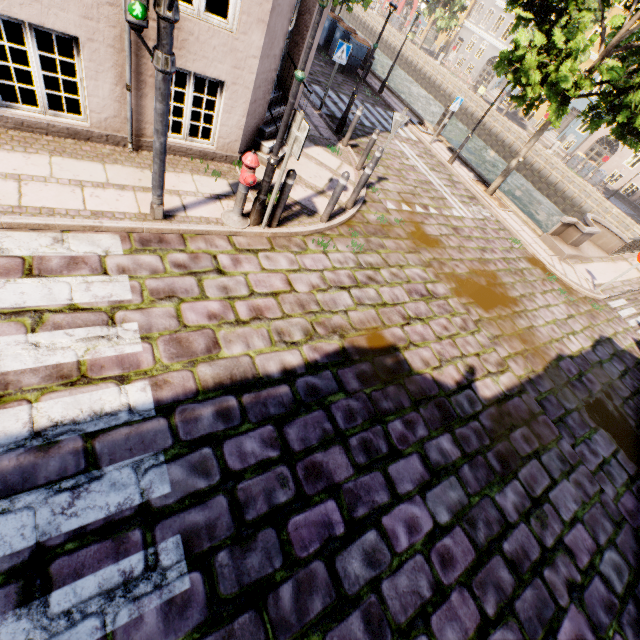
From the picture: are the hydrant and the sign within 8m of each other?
yes

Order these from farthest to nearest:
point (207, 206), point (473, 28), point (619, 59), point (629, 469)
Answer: point (473, 28), point (619, 59), point (629, 469), point (207, 206)

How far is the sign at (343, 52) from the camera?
9.38m

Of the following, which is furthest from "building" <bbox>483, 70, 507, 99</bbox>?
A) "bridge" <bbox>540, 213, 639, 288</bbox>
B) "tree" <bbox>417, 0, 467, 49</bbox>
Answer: "bridge" <bbox>540, 213, 639, 288</bbox>

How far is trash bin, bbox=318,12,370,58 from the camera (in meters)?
15.32

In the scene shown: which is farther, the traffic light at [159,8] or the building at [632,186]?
the building at [632,186]

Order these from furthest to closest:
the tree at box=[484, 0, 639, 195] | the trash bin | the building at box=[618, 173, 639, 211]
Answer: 1. the building at box=[618, 173, 639, 211]
2. the trash bin
3. the tree at box=[484, 0, 639, 195]

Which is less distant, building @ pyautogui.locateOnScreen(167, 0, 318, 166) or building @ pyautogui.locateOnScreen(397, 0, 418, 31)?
building @ pyautogui.locateOnScreen(167, 0, 318, 166)
